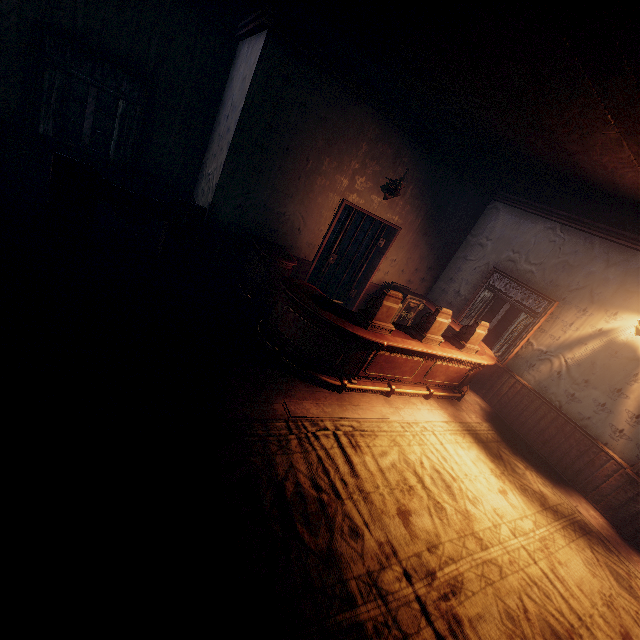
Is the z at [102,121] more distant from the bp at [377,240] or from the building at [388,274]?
the bp at [377,240]

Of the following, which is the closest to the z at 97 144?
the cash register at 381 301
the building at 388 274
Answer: the building at 388 274

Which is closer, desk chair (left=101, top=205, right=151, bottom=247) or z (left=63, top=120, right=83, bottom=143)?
desk chair (left=101, top=205, right=151, bottom=247)

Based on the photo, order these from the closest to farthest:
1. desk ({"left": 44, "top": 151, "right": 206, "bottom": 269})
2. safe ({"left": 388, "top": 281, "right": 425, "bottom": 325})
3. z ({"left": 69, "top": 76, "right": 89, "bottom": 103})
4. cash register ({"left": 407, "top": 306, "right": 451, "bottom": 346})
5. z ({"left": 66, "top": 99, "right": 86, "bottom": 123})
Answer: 1. desk ({"left": 44, "top": 151, "right": 206, "bottom": 269})
2. cash register ({"left": 407, "top": 306, "right": 451, "bottom": 346})
3. safe ({"left": 388, "top": 281, "right": 425, "bottom": 325})
4. z ({"left": 66, "top": 99, "right": 86, "bottom": 123})
5. z ({"left": 69, "top": 76, "right": 89, "bottom": 103})

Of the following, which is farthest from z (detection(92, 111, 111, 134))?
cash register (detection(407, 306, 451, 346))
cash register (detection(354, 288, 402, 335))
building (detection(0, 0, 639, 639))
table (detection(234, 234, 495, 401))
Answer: cash register (detection(354, 288, 402, 335))

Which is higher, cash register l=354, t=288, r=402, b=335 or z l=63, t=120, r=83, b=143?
cash register l=354, t=288, r=402, b=335

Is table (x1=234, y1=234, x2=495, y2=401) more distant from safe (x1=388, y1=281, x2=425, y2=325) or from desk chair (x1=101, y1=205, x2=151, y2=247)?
desk chair (x1=101, y1=205, x2=151, y2=247)

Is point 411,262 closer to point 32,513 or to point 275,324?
point 275,324
